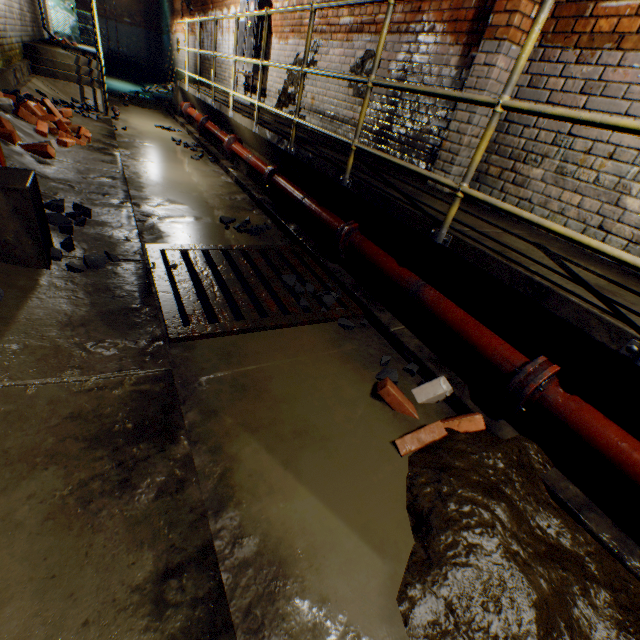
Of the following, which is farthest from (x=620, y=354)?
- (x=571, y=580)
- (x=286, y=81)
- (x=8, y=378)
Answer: (x=286, y=81)

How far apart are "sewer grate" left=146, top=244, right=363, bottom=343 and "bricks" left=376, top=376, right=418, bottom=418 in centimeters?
78cm

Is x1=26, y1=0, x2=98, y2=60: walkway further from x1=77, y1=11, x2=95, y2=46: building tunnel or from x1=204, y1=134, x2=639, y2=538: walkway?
x1=204, y1=134, x2=639, y2=538: walkway

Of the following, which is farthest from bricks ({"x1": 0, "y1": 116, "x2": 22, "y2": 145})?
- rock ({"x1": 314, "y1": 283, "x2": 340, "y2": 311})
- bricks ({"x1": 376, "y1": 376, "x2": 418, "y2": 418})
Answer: bricks ({"x1": 376, "y1": 376, "x2": 418, "y2": 418})

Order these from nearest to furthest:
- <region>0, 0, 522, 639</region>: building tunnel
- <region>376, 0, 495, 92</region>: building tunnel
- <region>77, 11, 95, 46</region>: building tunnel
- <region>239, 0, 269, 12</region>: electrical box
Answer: <region>0, 0, 522, 639</region>: building tunnel, <region>376, 0, 495, 92</region>: building tunnel, <region>239, 0, 269, 12</region>: electrical box, <region>77, 11, 95, 46</region>: building tunnel

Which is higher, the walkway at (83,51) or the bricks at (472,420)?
the walkway at (83,51)

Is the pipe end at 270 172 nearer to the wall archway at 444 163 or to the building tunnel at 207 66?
the building tunnel at 207 66

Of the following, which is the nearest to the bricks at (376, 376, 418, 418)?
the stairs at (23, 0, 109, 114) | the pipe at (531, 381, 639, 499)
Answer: the pipe at (531, 381, 639, 499)
